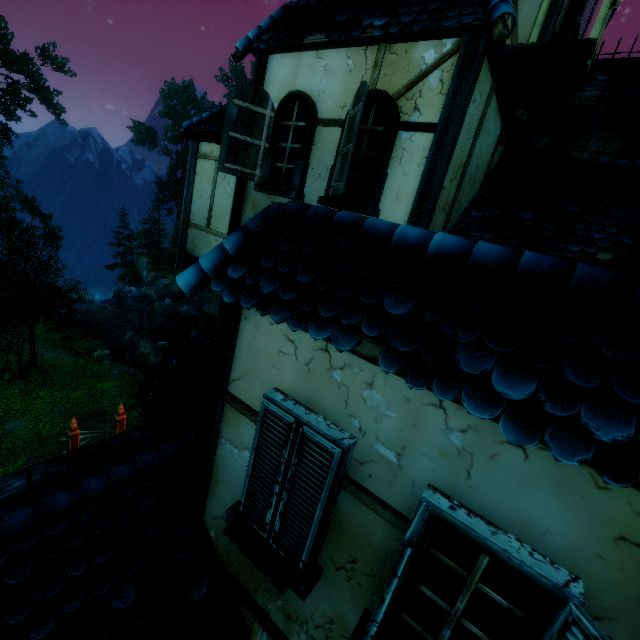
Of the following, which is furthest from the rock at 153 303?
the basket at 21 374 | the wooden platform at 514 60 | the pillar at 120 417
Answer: the wooden platform at 514 60

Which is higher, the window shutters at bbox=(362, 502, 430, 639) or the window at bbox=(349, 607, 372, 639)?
the window shutters at bbox=(362, 502, 430, 639)

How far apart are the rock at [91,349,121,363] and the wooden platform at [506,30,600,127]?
24.8 meters

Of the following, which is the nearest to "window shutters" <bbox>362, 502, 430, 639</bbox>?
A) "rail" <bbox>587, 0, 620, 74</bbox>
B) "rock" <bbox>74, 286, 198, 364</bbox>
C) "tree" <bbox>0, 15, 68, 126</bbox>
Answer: "rail" <bbox>587, 0, 620, 74</bbox>

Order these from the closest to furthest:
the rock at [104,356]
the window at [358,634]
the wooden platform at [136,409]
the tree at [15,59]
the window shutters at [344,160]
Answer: the window at [358,634]
the window shutters at [344,160]
the wooden platform at [136,409]
the rock at [104,356]
the tree at [15,59]

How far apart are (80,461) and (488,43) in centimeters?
759cm

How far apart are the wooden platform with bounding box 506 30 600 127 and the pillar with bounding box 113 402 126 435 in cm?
1533

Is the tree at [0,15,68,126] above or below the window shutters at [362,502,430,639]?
above
